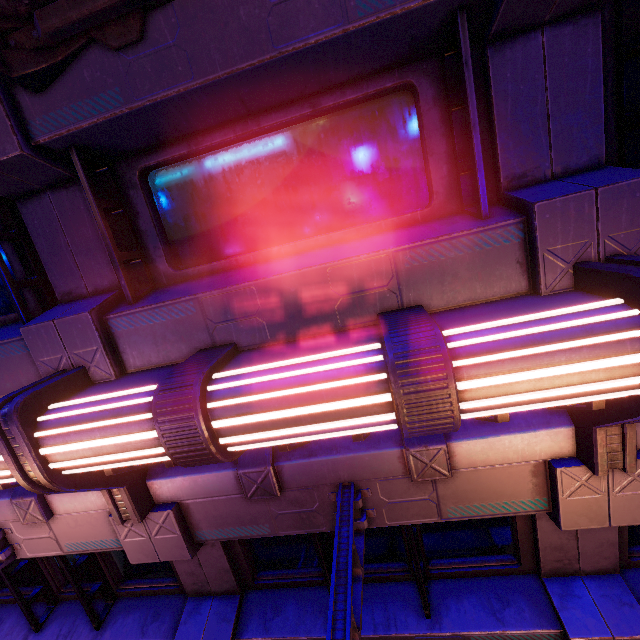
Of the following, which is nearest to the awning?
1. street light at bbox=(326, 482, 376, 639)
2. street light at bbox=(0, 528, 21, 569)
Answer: street light at bbox=(326, 482, 376, 639)

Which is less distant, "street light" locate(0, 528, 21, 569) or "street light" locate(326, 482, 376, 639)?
Result: "street light" locate(326, 482, 376, 639)

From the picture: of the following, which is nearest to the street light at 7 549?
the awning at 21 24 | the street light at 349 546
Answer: the street light at 349 546

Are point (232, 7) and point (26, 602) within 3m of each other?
no

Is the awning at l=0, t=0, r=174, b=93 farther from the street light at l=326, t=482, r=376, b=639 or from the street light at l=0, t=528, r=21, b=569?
the street light at l=0, t=528, r=21, b=569

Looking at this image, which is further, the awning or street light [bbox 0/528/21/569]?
street light [bbox 0/528/21/569]

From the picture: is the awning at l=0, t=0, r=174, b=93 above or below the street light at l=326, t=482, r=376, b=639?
above
